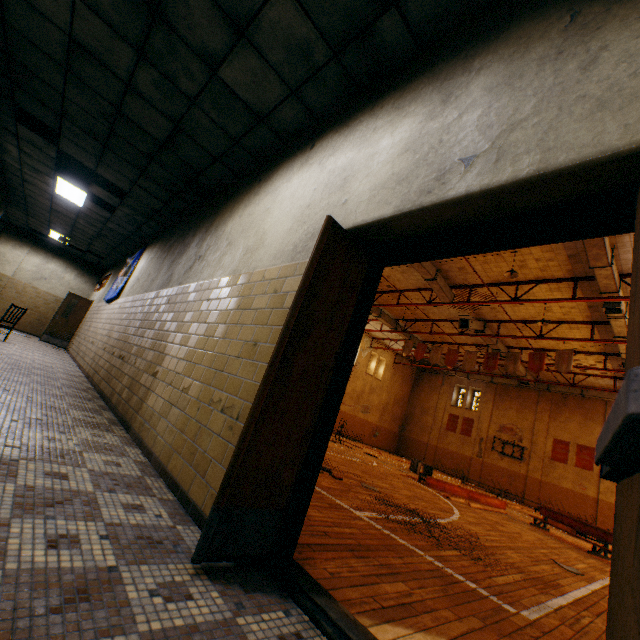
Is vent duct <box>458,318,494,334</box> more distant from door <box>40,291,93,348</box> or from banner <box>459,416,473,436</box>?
door <box>40,291,93,348</box>

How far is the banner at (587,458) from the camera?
21.7m

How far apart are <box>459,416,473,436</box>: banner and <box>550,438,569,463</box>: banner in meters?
5.6

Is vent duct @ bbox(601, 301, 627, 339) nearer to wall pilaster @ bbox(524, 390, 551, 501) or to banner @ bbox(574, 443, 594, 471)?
wall pilaster @ bbox(524, 390, 551, 501)

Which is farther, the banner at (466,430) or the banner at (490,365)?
the banner at (466,430)

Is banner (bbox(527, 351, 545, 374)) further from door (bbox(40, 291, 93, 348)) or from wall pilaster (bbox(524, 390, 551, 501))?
door (bbox(40, 291, 93, 348))

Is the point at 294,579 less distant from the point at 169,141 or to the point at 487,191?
the point at 487,191

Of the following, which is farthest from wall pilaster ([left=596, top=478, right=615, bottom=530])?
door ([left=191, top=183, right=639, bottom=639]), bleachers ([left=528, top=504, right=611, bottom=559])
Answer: door ([left=191, top=183, right=639, bottom=639])
